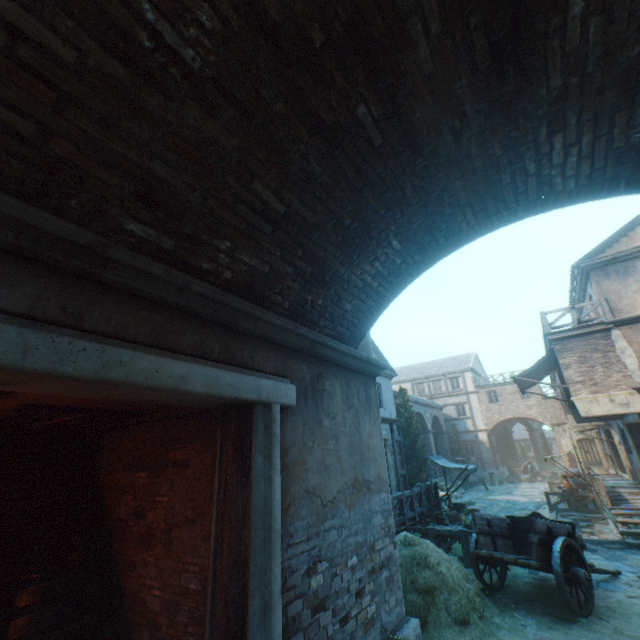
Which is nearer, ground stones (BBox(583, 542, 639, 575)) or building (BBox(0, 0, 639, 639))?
building (BBox(0, 0, 639, 639))

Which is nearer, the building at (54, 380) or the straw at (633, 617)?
the building at (54, 380)

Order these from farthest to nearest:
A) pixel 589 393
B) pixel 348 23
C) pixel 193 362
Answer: pixel 589 393 → pixel 193 362 → pixel 348 23

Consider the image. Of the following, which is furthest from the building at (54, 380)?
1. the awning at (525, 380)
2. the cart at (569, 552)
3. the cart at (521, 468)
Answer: the cart at (521, 468)

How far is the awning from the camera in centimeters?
1343cm

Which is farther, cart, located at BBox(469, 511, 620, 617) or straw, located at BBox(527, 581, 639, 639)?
cart, located at BBox(469, 511, 620, 617)

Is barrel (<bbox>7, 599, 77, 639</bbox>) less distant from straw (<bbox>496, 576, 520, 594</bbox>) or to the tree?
straw (<bbox>496, 576, 520, 594</bbox>)

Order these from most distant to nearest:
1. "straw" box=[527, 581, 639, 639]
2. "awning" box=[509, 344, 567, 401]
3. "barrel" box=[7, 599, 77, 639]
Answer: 1. "awning" box=[509, 344, 567, 401]
2. "straw" box=[527, 581, 639, 639]
3. "barrel" box=[7, 599, 77, 639]
